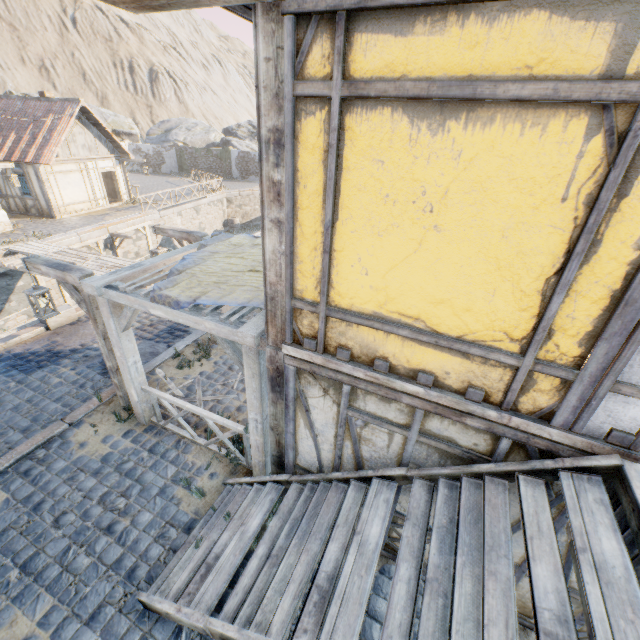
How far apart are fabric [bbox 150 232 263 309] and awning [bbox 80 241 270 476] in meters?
0.0

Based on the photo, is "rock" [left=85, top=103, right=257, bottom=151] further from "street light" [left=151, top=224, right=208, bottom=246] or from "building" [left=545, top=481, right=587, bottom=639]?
"street light" [left=151, top=224, right=208, bottom=246]

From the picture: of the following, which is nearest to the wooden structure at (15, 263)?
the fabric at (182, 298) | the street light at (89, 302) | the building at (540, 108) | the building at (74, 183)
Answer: the building at (74, 183)

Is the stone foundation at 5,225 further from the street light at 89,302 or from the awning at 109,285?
the awning at 109,285

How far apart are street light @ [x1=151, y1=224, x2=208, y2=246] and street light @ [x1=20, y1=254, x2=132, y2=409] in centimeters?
230cm

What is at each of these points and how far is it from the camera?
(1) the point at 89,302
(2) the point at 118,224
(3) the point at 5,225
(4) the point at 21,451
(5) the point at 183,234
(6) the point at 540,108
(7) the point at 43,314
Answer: (1) street light, 5.30m
(2) stone blocks, 18.38m
(3) stone foundation, 16.14m
(4) stone blocks, 5.59m
(5) street light, 7.35m
(6) building, 1.89m
(7) street light, 5.83m

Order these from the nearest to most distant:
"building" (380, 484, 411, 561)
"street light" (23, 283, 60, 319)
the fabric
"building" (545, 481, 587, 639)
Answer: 1. "building" (545, 481, 587, 639)
2. "building" (380, 484, 411, 561)
3. the fabric
4. "street light" (23, 283, 60, 319)
